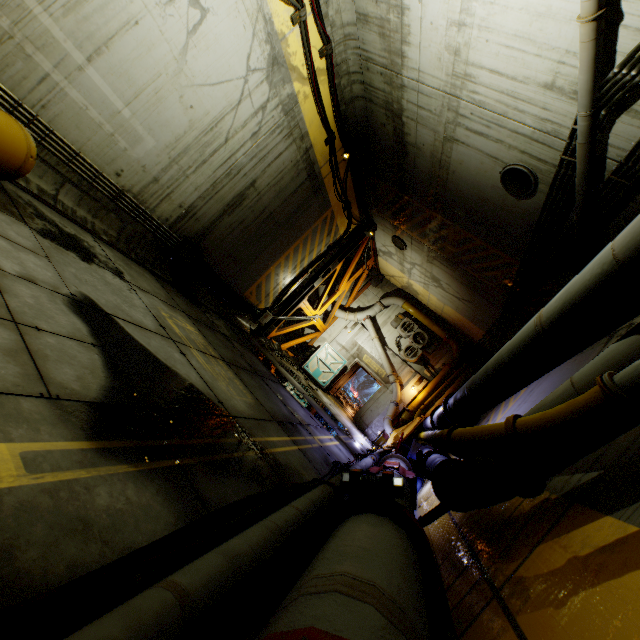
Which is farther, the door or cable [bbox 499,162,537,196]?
the door

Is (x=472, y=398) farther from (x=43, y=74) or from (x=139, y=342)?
(x=43, y=74)

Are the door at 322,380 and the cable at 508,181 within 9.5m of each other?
no

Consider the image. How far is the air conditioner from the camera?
16.39m

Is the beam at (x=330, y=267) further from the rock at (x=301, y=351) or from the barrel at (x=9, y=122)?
the barrel at (x=9, y=122)

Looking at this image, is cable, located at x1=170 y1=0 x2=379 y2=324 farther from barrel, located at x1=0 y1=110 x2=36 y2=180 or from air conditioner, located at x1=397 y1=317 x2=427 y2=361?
barrel, located at x1=0 y1=110 x2=36 y2=180

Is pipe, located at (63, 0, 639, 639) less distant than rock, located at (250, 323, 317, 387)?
Yes

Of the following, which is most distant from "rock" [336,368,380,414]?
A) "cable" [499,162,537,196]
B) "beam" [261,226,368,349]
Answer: "cable" [499,162,537,196]
